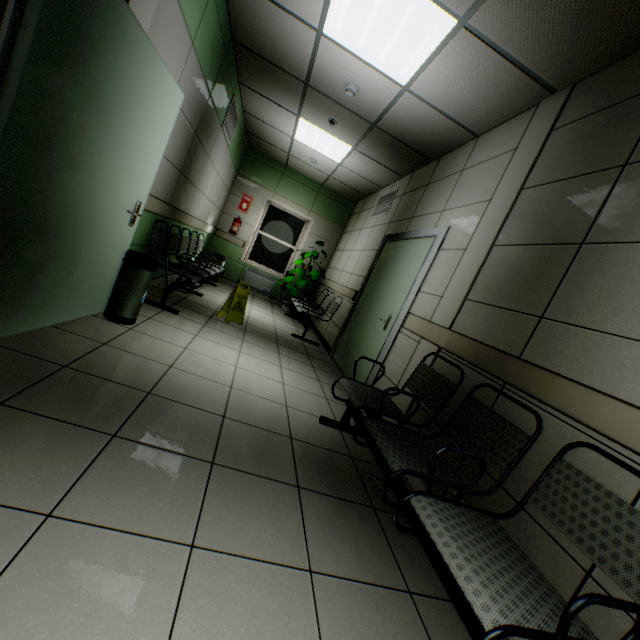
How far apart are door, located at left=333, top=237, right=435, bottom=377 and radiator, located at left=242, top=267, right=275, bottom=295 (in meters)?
3.72

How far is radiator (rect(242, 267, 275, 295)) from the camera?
8.21m

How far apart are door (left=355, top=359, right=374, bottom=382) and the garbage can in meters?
2.5 m

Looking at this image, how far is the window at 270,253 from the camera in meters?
8.3

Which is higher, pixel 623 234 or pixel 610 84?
pixel 610 84

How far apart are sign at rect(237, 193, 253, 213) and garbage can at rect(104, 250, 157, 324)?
5.53m

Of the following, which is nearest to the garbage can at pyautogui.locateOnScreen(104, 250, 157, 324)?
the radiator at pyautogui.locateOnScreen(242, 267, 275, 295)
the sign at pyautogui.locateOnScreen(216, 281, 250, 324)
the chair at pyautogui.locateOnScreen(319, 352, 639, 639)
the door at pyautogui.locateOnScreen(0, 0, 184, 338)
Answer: the door at pyautogui.locateOnScreen(0, 0, 184, 338)

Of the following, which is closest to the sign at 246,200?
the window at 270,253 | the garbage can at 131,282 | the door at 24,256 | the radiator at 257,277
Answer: the window at 270,253
